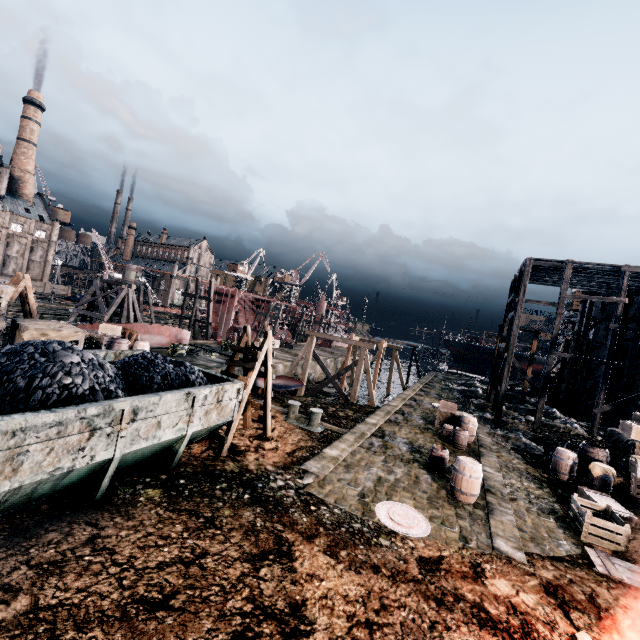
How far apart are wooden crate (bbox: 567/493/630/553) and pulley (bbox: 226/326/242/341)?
29.9 meters

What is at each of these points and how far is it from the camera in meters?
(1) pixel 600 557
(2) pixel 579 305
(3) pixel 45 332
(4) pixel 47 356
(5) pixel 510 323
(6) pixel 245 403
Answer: (1) wooden pallet, 9.0 m
(2) building, 59.4 m
(3) wooden chest, 16.8 m
(4) coal pile, 7.1 m
(5) wooden scaffolding, 25.8 m
(6) ladder, 13.0 m

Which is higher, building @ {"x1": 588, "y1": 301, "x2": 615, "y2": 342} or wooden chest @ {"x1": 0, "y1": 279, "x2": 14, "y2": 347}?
building @ {"x1": 588, "y1": 301, "x2": 615, "y2": 342}

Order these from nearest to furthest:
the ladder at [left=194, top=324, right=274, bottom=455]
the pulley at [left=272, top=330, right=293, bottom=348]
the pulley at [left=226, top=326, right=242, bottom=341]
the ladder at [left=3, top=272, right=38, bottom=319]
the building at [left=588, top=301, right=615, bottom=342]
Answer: the ladder at [left=194, top=324, right=274, bottom=455]
the ladder at [left=3, top=272, right=38, bottom=319]
the building at [left=588, top=301, right=615, bottom=342]
the pulley at [left=226, top=326, right=242, bottom=341]
the pulley at [left=272, top=330, right=293, bottom=348]

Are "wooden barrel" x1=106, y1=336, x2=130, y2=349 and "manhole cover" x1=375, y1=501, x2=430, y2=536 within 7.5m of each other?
no

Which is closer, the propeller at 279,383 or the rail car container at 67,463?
the rail car container at 67,463

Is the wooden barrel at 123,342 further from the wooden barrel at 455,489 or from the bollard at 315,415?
the wooden barrel at 455,489

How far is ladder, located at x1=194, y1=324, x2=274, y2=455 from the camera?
10.8 meters
